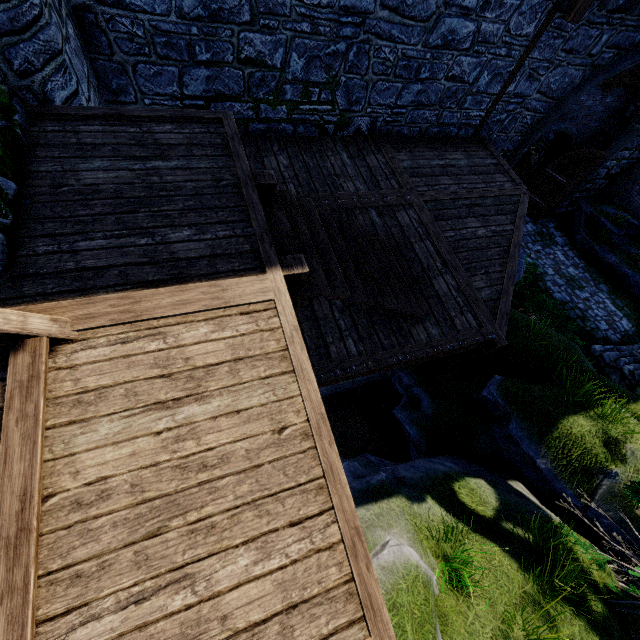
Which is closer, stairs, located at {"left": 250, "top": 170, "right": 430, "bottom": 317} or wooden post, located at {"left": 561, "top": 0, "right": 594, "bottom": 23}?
stairs, located at {"left": 250, "top": 170, "right": 430, "bottom": 317}

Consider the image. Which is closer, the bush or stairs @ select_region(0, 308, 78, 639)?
stairs @ select_region(0, 308, 78, 639)

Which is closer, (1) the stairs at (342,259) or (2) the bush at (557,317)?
(1) the stairs at (342,259)

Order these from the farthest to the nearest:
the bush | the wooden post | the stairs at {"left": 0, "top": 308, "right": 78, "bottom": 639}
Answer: the bush → the wooden post → the stairs at {"left": 0, "top": 308, "right": 78, "bottom": 639}

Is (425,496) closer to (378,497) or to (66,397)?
(378,497)

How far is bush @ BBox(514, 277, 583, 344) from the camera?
9.7 meters

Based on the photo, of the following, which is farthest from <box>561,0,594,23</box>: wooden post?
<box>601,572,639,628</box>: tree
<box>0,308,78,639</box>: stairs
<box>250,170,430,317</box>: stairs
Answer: <box>0,308,78,639</box>: stairs

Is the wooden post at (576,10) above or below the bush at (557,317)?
above
